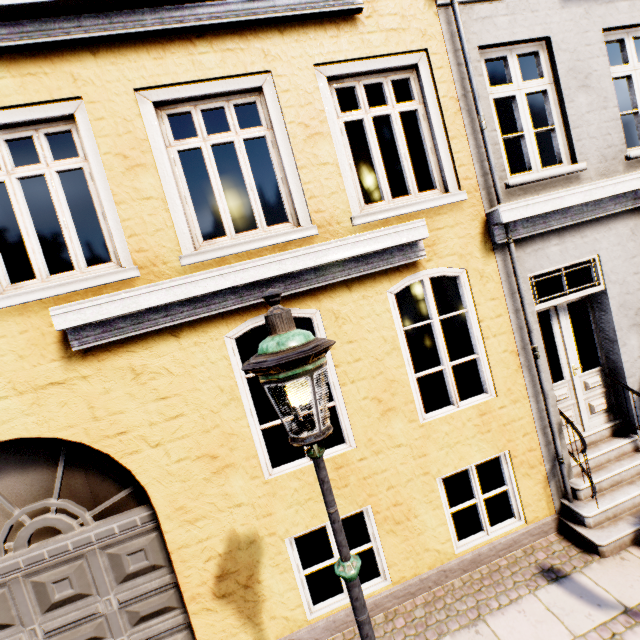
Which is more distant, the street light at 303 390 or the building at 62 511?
the building at 62 511

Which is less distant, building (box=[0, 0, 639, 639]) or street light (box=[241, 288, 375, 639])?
street light (box=[241, 288, 375, 639])

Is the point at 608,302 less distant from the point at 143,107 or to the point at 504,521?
the point at 504,521
